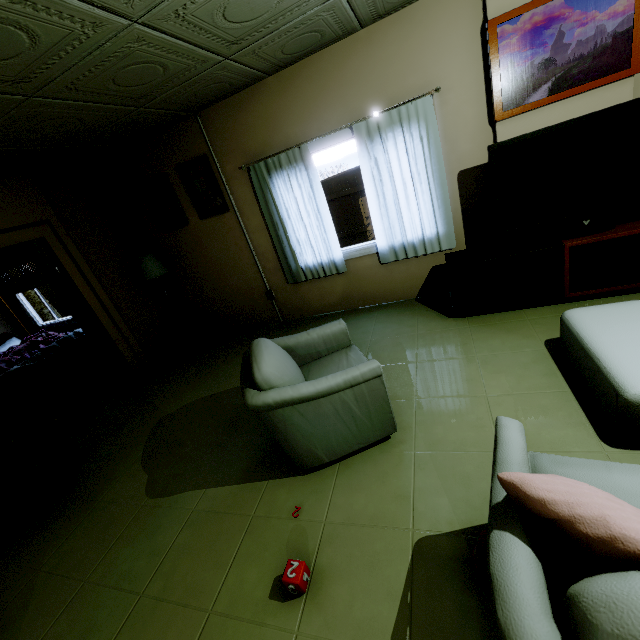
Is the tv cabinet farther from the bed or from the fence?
the bed

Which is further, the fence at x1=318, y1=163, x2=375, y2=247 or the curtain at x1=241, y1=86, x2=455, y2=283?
the fence at x1=318, y1=163, x2=375, y2=247

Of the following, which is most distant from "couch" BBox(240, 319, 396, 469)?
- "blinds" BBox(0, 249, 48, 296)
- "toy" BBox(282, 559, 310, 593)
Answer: "blinds" BBox(0, 249, 48, 296)

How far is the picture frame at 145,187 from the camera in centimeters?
429cm

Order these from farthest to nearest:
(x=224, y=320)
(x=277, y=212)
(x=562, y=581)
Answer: (x=224, y=320)
(x=277, y=212)
(x=562, y=581)

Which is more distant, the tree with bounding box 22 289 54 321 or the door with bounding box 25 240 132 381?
the tree with bounding box 22 289 54 321

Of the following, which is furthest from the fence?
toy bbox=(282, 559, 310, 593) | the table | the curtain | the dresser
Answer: toy bbox=(282, 559, 310, 593)

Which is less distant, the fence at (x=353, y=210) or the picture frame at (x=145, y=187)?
the picture frame at (x=145, y=187)
